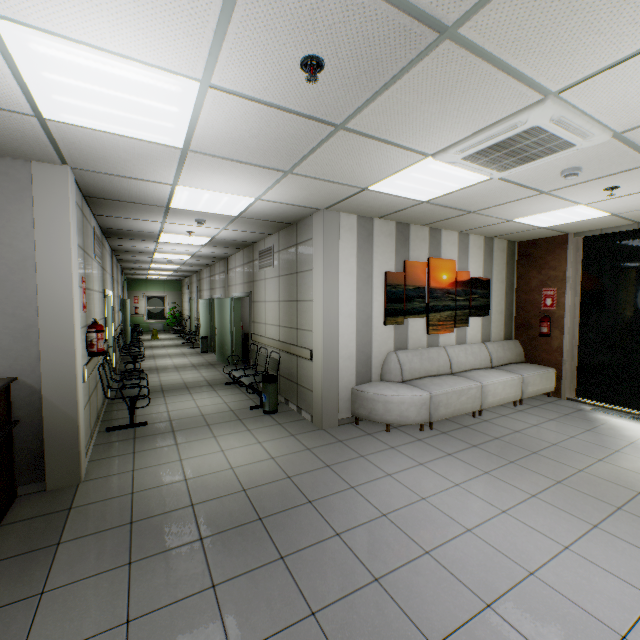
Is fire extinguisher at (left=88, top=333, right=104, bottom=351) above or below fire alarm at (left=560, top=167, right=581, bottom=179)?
below

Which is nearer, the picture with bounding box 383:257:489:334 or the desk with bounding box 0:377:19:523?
the desk with bounding box 0:377:19:523

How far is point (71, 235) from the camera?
3.27m

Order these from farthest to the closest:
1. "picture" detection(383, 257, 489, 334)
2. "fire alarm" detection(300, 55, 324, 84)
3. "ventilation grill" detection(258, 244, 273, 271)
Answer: "ventilation grill" detection(258, 244, 273, 271), "picture" detection(383, 257, 489, 334), "fire alarm" detection(300, 55, 324, 84)

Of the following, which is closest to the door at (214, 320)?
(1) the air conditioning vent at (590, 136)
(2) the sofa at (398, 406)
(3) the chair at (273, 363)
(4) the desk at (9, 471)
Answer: (3) the chair at (273, 363)

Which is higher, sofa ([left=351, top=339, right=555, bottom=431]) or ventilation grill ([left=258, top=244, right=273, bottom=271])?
ventilation grill ([left=258, top=244, right=273, bottom=271])

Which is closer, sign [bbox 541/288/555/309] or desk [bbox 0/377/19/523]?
desk [bbox 0/377/19/523]

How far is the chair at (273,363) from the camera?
5.84m
